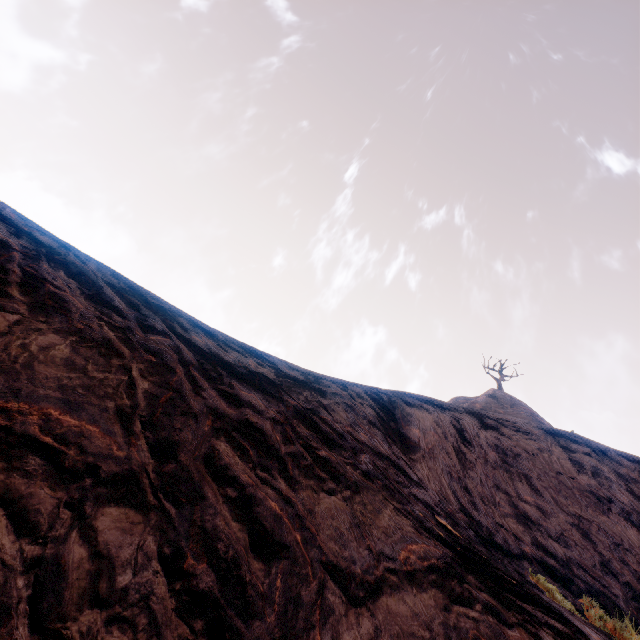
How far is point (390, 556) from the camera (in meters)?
2.71
